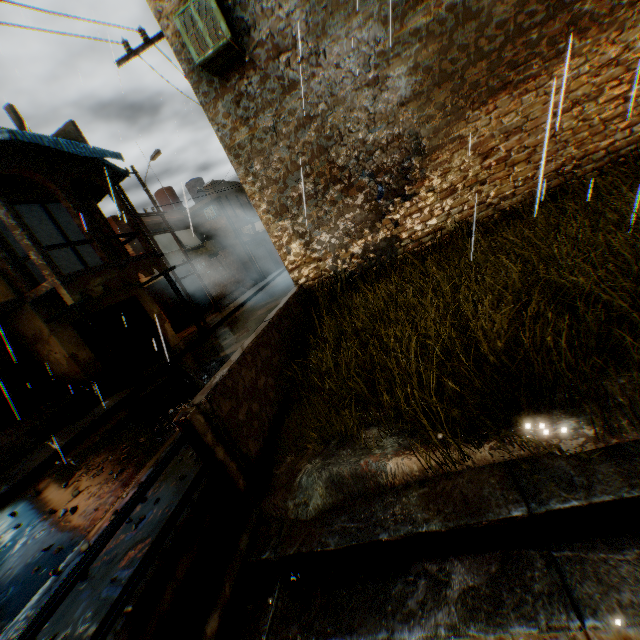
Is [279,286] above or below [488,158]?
below

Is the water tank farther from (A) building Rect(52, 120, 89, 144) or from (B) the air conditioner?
(B) the air conditioner

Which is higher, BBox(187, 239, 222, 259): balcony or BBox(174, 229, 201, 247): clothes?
BBox(174, 229, 201, 247): clothes

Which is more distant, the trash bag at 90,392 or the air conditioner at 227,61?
the trash bag at 90,392

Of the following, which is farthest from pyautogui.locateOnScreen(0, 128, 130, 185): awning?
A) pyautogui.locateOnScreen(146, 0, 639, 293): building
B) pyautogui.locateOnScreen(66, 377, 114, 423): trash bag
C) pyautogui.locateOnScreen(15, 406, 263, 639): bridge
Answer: pyautogui.locateOnScreen(15, 406, 263, 639): bridge

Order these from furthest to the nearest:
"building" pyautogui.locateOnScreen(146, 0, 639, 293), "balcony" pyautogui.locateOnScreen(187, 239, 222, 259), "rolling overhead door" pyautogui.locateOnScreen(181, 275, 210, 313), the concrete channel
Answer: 1. "rolling overhead door" pyautogui.locateOnScreen(181, 275, 210, 313)
2. "balcony" pyautogui.locateOnScreen(187, 239, 222, 259)
3. "building" pyautogui.locateOnScreen(146, 0, 639, 293)
4. the concrete channel

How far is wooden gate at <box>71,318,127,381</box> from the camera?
11.5 meters

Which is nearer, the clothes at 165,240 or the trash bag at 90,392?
the trash bag at 90,392
